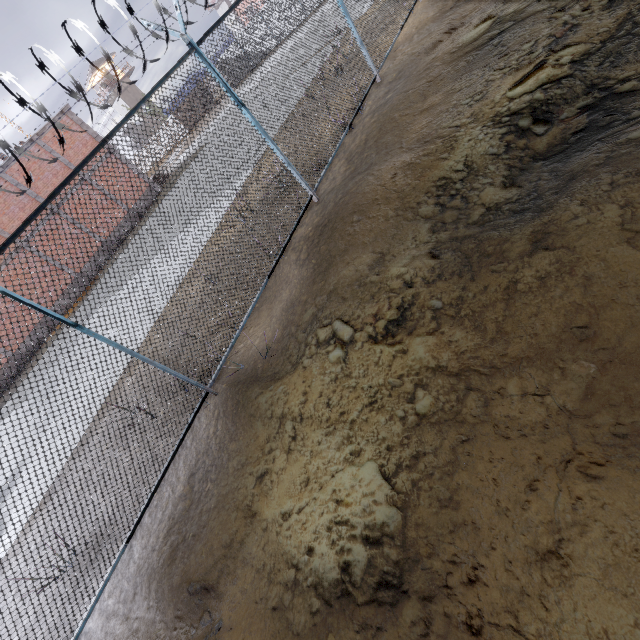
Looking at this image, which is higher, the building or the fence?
the building

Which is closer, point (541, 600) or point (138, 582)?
point (541, 600)

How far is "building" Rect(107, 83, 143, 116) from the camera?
54.50m

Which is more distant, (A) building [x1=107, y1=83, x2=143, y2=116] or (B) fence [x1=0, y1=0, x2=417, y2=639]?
(A) building [x1=107, y1=83, x2=143, y2=116]

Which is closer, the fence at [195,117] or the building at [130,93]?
the fence at [195,117]

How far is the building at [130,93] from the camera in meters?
54.5
